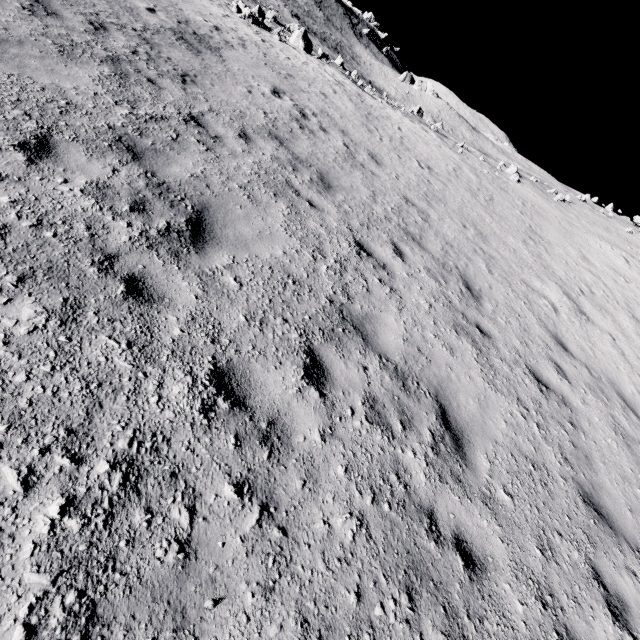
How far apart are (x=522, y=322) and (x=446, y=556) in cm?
594
